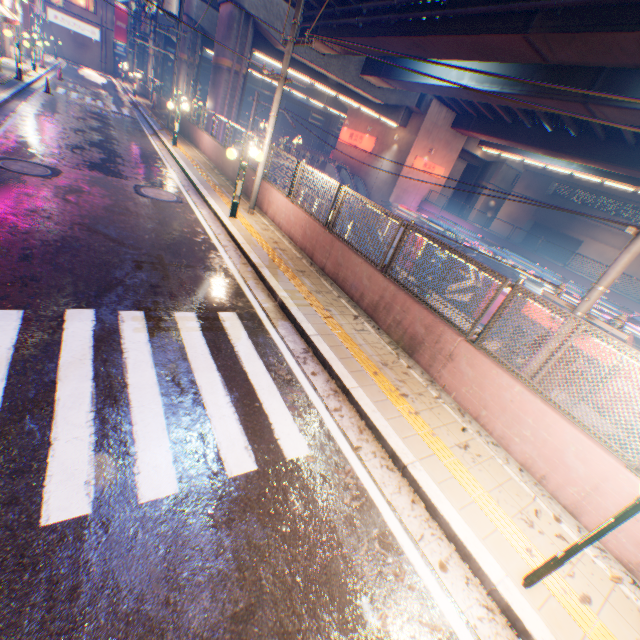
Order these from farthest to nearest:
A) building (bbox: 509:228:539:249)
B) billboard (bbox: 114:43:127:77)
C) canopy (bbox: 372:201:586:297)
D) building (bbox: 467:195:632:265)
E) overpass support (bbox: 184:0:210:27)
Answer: billboard (bbox: 114:43:127:77) → building (bbox: 509:228:539:249) → building (bbox: 467:195:632:265) → overpass support (bbox: 184:0:210:27) → canopy (bbox: 372:201:586:297)

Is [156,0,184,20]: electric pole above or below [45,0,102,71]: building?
above

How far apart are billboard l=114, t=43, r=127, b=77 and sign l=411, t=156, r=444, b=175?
53.4m

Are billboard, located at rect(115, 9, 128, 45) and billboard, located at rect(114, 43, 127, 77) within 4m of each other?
yes

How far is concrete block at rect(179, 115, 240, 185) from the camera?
14.5m

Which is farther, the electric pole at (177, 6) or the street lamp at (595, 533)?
the electric pole at (177, 6)

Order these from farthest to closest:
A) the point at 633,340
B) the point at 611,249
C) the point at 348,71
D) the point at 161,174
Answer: the point at 611,249 < the point at 348,71 < the point at 633,340 < the point at 161,174

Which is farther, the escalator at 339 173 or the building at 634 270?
the building at 634 270
